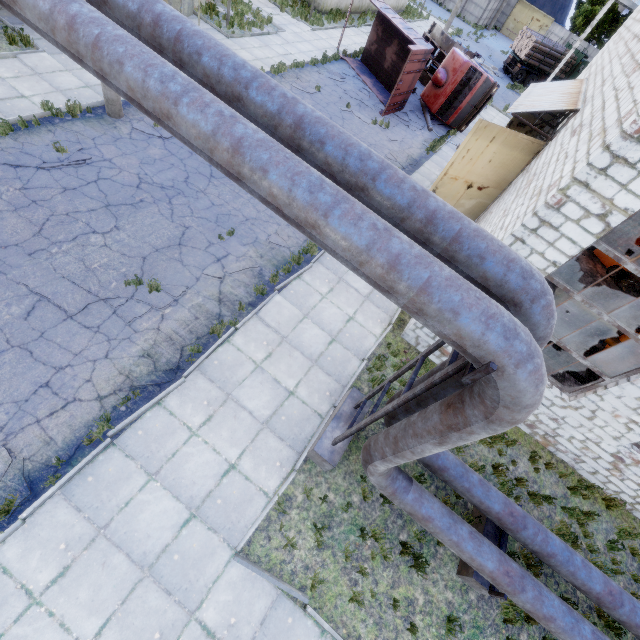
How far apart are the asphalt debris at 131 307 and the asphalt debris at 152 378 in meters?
0.8 m

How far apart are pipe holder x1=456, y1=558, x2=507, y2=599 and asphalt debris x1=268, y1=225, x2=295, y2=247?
7.9m

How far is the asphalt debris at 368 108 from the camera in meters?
17.5 m

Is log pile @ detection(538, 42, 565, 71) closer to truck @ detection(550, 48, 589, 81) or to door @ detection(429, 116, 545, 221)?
truck @ detection(550, 48, 589, 81)

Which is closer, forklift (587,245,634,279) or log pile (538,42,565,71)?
forklift (587,245,634,279)

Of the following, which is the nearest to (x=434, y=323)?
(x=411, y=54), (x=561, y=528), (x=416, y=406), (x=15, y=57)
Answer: (x=416, y=406)

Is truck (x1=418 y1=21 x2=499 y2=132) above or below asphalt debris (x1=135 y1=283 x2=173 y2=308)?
above

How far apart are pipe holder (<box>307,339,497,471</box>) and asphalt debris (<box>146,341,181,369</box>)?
3.3 meters
